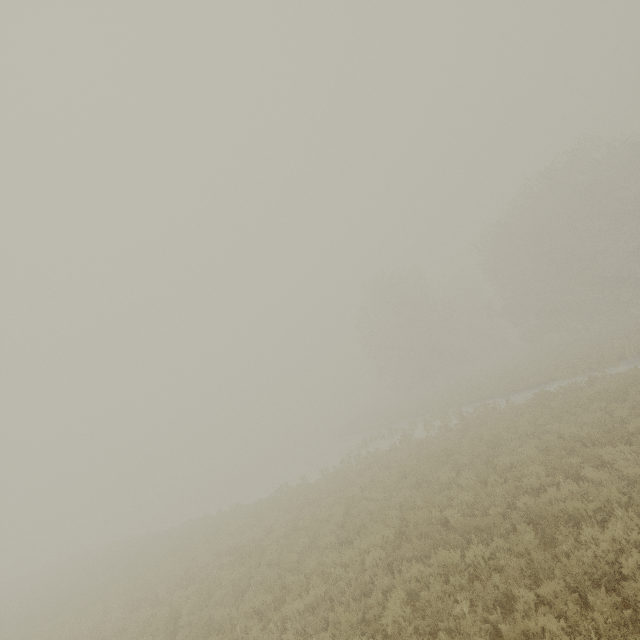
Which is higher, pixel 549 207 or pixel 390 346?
pixel 549 207
